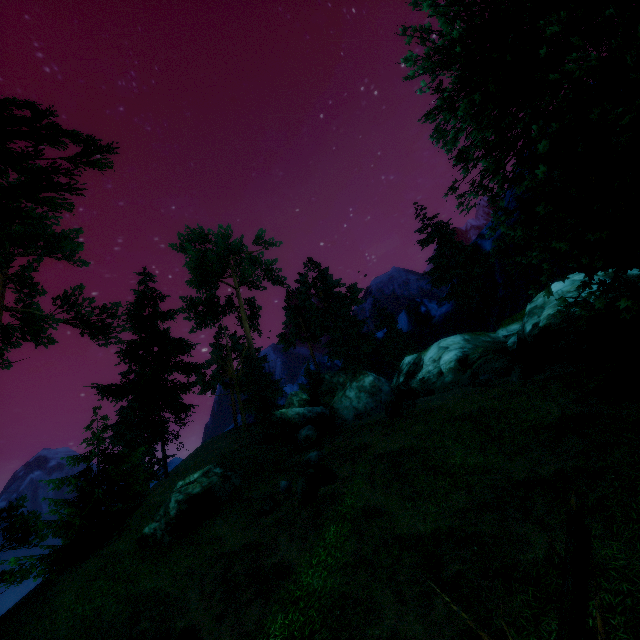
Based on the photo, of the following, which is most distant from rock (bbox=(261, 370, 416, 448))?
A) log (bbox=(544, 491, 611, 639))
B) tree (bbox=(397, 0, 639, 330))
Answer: log (bbox=(544, 491, 611, 639))

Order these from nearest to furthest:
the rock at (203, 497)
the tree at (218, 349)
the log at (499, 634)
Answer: the log at (499, 634) → the rock at (203, 497) → the tree at (218, 349)

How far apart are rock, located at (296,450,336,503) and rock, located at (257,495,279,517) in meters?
1.2

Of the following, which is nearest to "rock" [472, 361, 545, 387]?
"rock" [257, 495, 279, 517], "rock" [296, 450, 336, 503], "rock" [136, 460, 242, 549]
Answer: "rock" [296, 450, 336, 503]

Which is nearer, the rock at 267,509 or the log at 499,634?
the log at 499,634

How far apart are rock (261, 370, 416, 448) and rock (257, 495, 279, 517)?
8.3 meters

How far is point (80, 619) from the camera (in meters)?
12.36

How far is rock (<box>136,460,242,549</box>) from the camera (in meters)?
15.27
